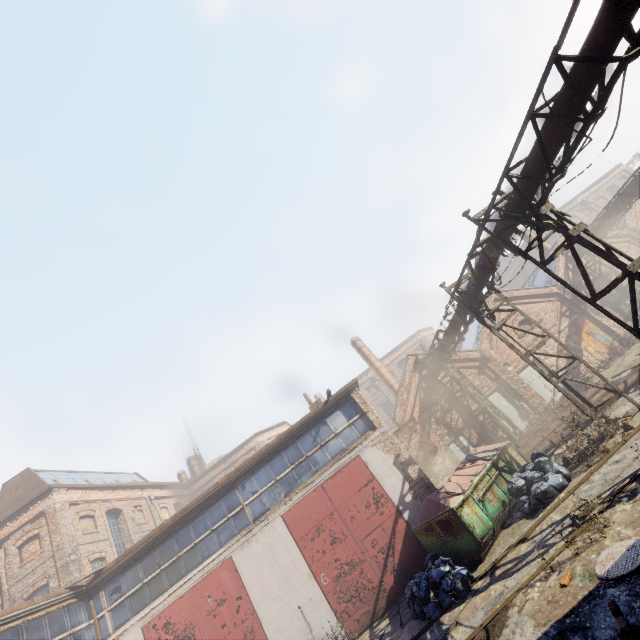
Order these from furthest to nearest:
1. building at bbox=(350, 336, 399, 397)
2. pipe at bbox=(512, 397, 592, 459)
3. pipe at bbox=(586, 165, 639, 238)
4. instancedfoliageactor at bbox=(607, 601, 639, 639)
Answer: building at bbox=(350, 336, 399, 397) < pipe at bbox=(586, 165, 639, 238) < pipe at bbox=(512, 397, 592, 459) < instancedfoliageactor at bbox=(607, 601, 639, 639)

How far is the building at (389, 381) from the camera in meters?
26.1

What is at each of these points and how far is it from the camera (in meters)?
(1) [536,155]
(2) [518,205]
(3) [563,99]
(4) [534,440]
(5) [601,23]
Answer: (1) pipe, 7.04
(2) pipe, 8.20
(3) pipe, 6.02
(4) pipe, 13.24
(5) pipe, 5.04

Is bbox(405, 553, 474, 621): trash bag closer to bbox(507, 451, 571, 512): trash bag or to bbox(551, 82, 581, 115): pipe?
bbox(507, 451, 571, 512): trash bag

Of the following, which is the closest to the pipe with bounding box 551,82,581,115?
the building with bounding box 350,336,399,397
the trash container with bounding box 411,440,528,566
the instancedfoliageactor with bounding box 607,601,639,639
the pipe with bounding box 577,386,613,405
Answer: the pipe with bounding box 577,386,613,405

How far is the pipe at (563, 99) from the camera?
5.9 meters

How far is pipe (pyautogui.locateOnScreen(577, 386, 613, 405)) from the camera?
12.5 meters

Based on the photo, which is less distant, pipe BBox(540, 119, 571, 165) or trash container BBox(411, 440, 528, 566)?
pipe BBox(540, 119, 571, 165)
